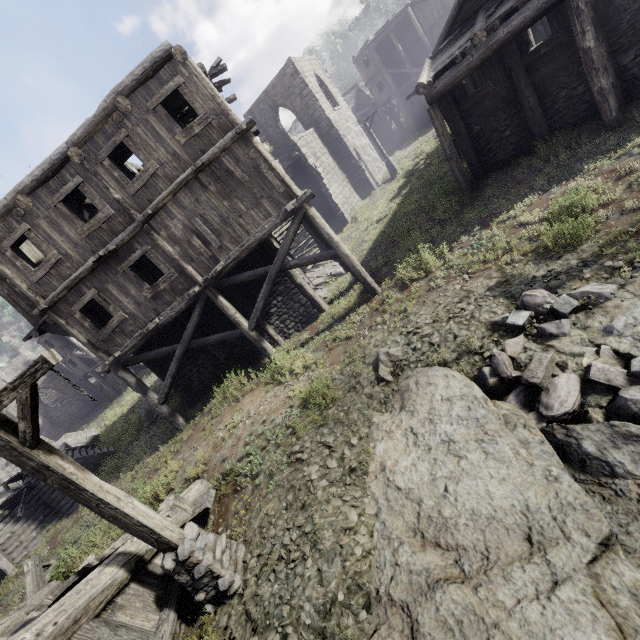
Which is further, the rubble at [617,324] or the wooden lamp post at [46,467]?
the rubble at [617,324]

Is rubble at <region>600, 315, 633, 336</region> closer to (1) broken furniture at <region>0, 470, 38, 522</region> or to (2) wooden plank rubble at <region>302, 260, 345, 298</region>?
(2) wooden plank rubble at <region>302, 260, 345, 298</region>

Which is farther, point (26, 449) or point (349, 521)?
point (349, 521)

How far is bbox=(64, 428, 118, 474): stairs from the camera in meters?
16.4 m

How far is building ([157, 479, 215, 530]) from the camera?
6.7m

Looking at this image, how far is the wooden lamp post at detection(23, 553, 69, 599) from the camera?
9.1m

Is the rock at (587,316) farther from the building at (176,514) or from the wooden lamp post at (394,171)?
the wooden lamp post at (394,171)

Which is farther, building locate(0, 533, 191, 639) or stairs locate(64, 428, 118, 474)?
stairs locate(64, 428, 118, 474)
